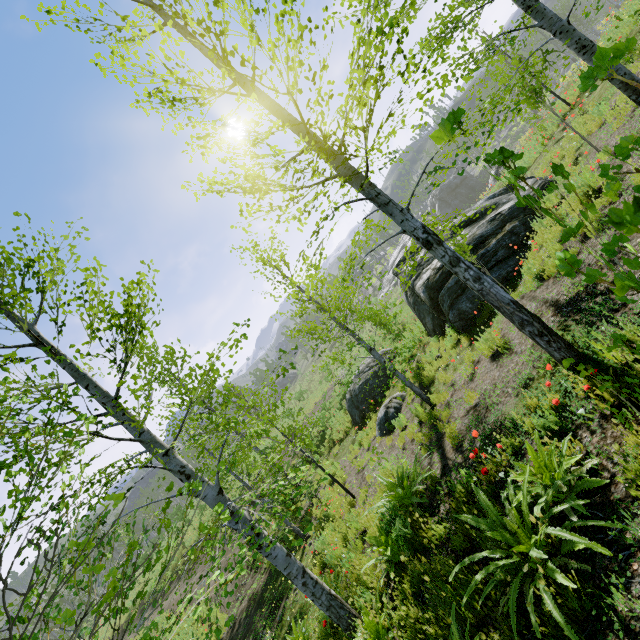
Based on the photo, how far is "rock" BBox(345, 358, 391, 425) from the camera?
14.52m

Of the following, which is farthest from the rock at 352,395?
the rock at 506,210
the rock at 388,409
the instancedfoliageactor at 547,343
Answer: the instancedfoliageactor at 547,343

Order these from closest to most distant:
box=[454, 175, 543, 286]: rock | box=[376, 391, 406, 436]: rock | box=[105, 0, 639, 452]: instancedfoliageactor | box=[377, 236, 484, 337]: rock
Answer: box=[105, 0, 639, 452]: instancedfoliageactor, box=[454, 175, 543, 286]: rock, box=[377, 236, 484, 337]: rock, box=[376, 391, 406, 436]: rock

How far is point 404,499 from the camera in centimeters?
A: 595cm

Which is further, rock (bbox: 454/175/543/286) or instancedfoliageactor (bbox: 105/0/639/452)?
rock (bbox: 454/175/543/286)

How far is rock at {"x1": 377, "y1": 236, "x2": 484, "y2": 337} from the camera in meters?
9.2 m

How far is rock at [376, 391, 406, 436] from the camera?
10.8m

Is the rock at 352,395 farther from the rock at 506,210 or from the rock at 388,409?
the rock at 388,409
